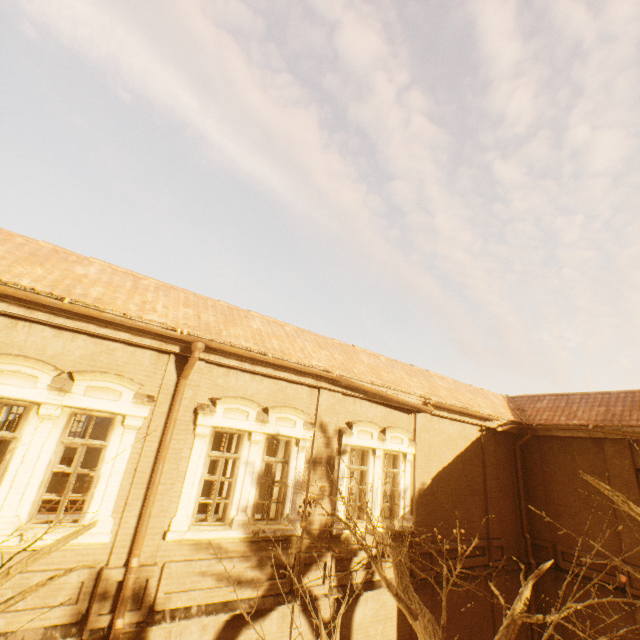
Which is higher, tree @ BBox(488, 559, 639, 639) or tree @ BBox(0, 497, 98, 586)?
tree @ BBox(0, 497, 98, 586)

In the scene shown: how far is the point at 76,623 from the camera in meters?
5.2 m

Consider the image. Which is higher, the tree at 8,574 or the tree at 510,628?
the tree at 8,574

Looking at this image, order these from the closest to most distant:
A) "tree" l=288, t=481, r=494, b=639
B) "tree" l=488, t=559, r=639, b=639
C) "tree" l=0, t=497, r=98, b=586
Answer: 1. "tree" l=0, t=497, r=98, b=586
2. "tree" l=488, t=559, r=639, b=639
3. "tree" l=288, t=481, r=494, b=639

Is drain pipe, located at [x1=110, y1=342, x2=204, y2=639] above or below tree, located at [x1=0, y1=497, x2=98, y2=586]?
above

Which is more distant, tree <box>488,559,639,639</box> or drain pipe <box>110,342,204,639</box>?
drain pipe <box>110,342,204,639</box>

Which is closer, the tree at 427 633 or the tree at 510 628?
the tree at 510 628

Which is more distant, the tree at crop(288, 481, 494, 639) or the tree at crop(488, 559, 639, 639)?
the tree at crop(288, 481, 494, 639)
